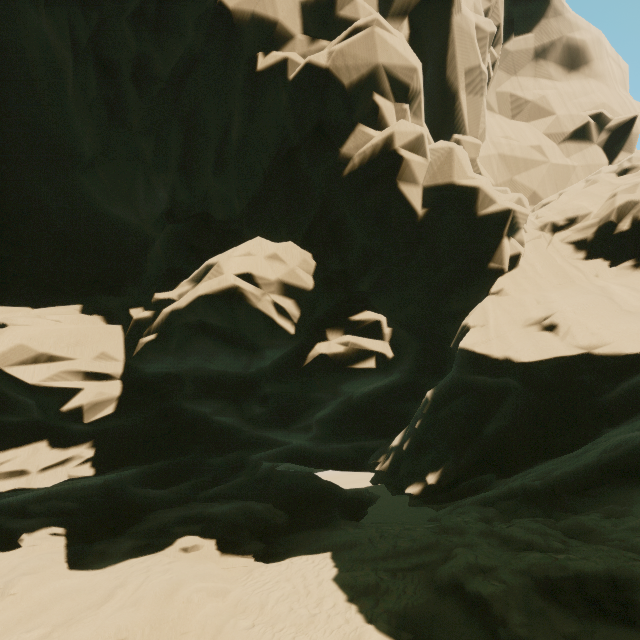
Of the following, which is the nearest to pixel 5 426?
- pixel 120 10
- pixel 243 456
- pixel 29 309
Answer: pixel 29 309
